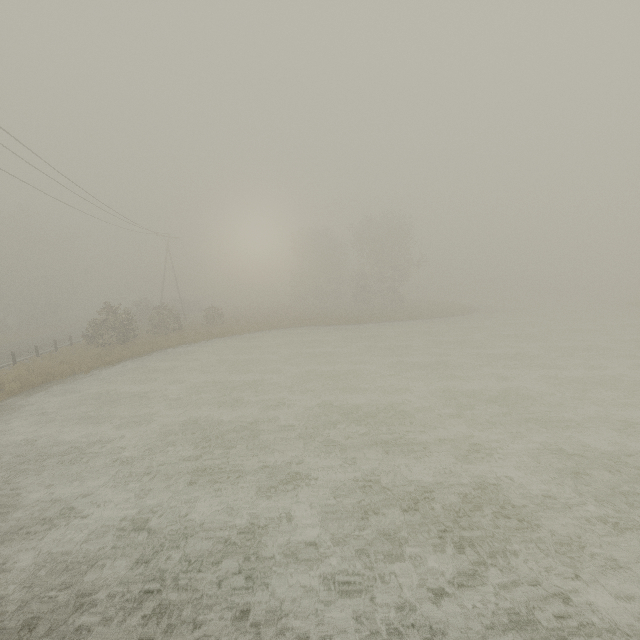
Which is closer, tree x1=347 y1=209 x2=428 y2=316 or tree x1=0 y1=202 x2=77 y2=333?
tree x1=0 y1=202 x2=77 y2=333

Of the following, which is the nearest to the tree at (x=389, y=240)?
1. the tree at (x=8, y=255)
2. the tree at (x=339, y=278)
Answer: the tree at (x=339, y=278)

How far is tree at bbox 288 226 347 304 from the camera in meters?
55.7

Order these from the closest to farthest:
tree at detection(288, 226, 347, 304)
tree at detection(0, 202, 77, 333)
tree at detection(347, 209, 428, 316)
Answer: tree at detection(0, 202, 77, 333), tree at detection(347, 209, 428, 316), tree at detection(288, 226, 347, 304)

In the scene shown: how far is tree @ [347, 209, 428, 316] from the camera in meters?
44.8 m

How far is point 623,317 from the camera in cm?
3044

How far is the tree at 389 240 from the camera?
44.8 meters

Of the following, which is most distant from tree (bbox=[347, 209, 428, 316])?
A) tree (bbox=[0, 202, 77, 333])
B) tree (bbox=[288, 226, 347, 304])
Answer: tree (bbox=[0, 202, 77, 333])
